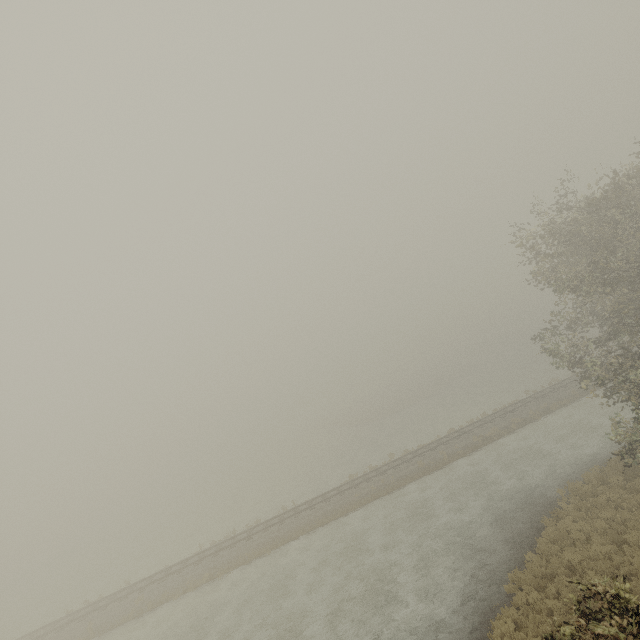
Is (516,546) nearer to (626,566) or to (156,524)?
(626,566)
